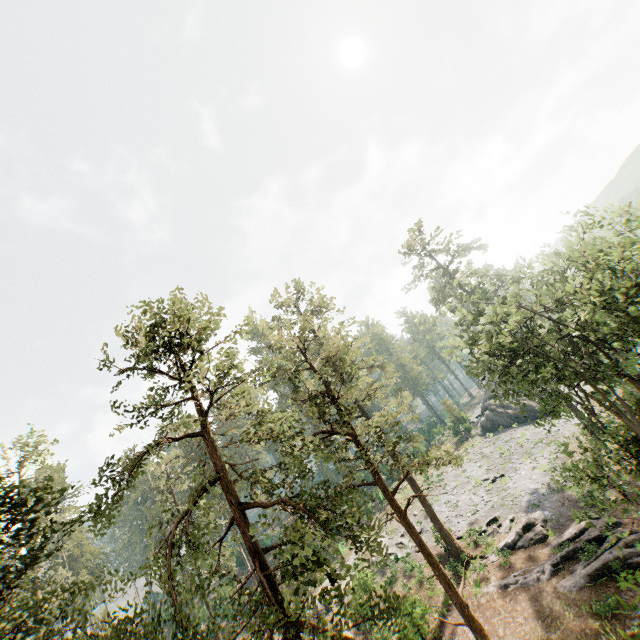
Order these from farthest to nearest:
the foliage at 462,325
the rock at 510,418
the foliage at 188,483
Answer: the rock at 510,418 < the foliage at 462,325 < the foliage at 188,483

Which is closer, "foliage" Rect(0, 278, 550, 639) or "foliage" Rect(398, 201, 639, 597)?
"foliage" Rect(0, 278, 550, 639)

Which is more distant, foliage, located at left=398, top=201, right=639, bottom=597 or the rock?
the rock

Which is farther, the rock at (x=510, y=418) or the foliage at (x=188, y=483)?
the rock at (x=510, y=418)

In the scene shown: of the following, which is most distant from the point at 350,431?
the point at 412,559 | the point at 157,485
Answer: the point at 157,485

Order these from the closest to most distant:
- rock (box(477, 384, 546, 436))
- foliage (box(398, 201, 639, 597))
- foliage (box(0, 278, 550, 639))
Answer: foliage (box(0, 278, 550, 639)) → foliage (box(398, 201, 639, 597)) → rock (box(477, 384, 546, 436))

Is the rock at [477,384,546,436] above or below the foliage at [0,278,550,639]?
below

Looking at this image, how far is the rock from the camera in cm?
4541
